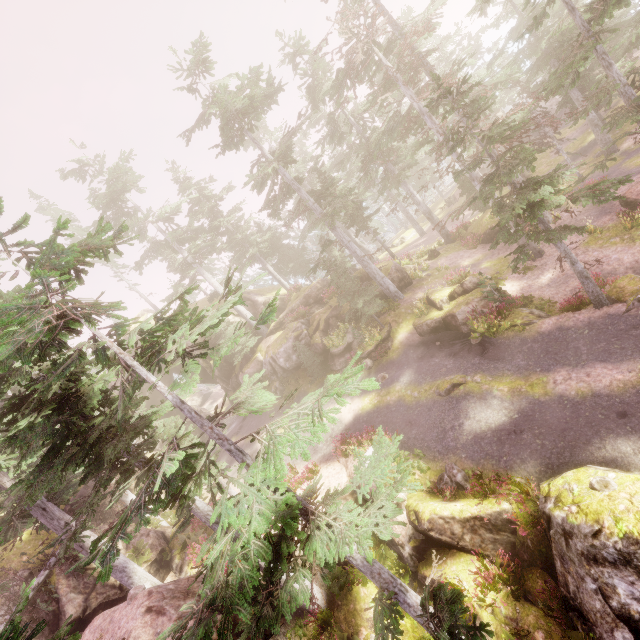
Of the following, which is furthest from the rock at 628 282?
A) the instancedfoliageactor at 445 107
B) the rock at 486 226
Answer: the rock at 486 226

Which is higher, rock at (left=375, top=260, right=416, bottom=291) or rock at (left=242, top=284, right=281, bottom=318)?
rock at (left=242, top=284, right=281, bottom=318)

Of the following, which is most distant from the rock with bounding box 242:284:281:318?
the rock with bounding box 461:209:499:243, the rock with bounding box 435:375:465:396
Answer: the rock with bounding box 461:209:499:243

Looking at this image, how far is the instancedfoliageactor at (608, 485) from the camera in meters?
7.8

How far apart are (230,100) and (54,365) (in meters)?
16.97

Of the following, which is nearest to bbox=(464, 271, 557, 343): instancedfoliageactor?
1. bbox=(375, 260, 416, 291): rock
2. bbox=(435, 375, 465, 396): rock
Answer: bbox=(375, 260, 416, 291): rock

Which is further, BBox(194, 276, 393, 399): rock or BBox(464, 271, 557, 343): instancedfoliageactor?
BBox(194, 276, 393, 399): rock

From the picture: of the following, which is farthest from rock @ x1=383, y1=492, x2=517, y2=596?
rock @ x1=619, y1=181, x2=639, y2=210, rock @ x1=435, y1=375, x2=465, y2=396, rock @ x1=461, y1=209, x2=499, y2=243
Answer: rock @ x1=619, y1=181, x2=639, y2=210
